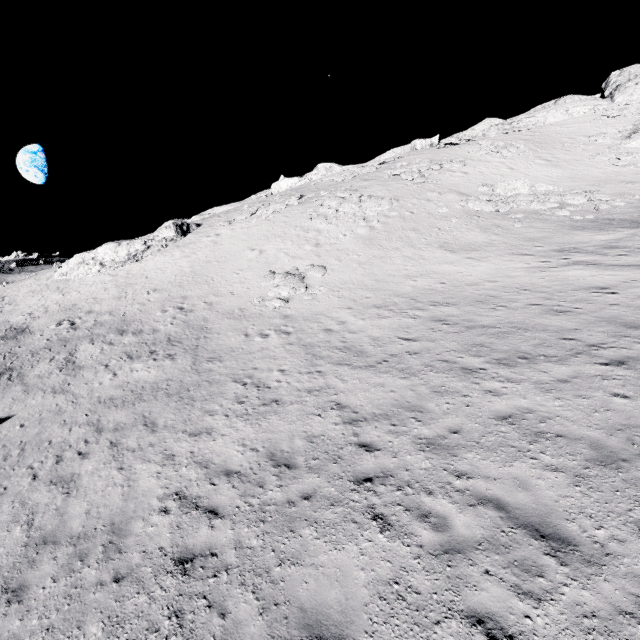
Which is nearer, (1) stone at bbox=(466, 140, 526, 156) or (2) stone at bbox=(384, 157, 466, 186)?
(2) stone at bbox=(384, 157, 466, 186)

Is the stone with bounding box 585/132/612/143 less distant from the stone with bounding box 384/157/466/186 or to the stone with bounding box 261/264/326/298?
the stone with bounding box 384/157/466/186

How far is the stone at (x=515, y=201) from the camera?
24.3 meters

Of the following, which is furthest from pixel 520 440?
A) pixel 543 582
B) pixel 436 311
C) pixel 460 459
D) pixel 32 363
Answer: pixel 32 363

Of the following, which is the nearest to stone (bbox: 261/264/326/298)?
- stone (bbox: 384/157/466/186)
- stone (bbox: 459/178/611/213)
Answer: stone (bbox: 459/178/611/213)

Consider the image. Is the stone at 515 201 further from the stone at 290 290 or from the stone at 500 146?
the stone at 290 290

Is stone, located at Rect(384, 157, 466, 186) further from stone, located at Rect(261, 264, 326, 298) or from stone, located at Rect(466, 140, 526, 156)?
stone, located at Rect(261, 264, 326, 298)
